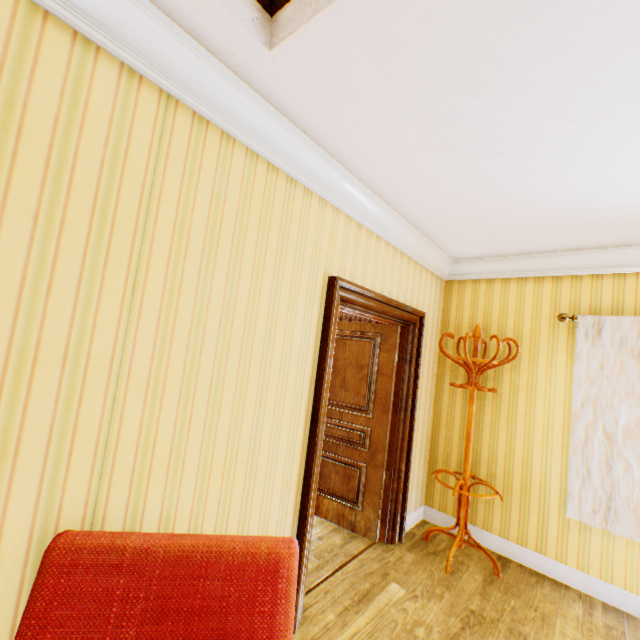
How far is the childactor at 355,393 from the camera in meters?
3.4 m

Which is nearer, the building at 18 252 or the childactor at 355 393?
the building at 18 252

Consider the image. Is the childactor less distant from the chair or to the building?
the building

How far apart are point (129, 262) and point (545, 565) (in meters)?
4.35

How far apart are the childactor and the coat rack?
0.5m

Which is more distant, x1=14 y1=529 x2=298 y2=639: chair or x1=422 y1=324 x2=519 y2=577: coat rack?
x1=422 y1=324 x2=519 y2=577: coat rack

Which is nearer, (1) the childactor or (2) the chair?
(2) the chair
